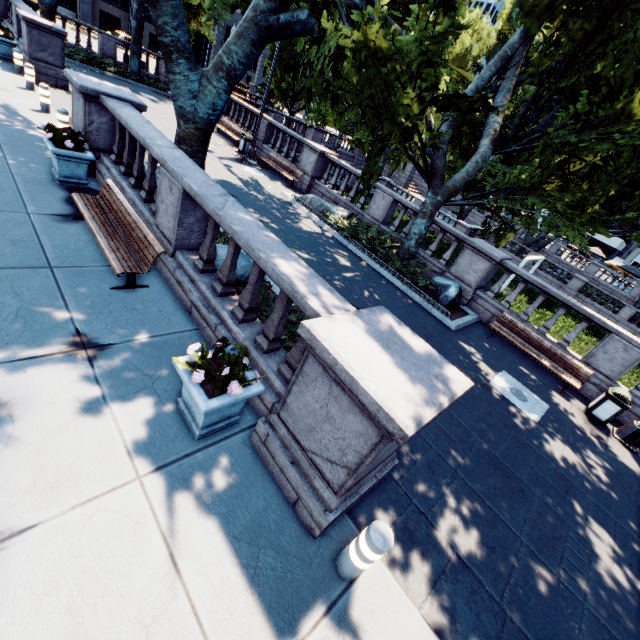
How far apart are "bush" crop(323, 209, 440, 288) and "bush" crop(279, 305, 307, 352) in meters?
5.7 m

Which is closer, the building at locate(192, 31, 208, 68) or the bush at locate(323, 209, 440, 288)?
the bush at locate(323, 209, 440, 288)

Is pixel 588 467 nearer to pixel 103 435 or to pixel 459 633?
pixel 459 633

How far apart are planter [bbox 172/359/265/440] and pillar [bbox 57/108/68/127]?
10.2 meters

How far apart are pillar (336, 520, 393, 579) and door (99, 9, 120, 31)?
65.19m

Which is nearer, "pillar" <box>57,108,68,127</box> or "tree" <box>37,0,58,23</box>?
"pillar" <box>57,108,68,127</box>

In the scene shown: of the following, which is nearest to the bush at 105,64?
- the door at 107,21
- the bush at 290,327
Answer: the bush at 290,327

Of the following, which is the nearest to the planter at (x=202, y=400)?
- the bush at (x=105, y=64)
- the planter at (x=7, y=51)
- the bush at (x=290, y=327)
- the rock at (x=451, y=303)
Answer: the bush at (x=290, y=327)
